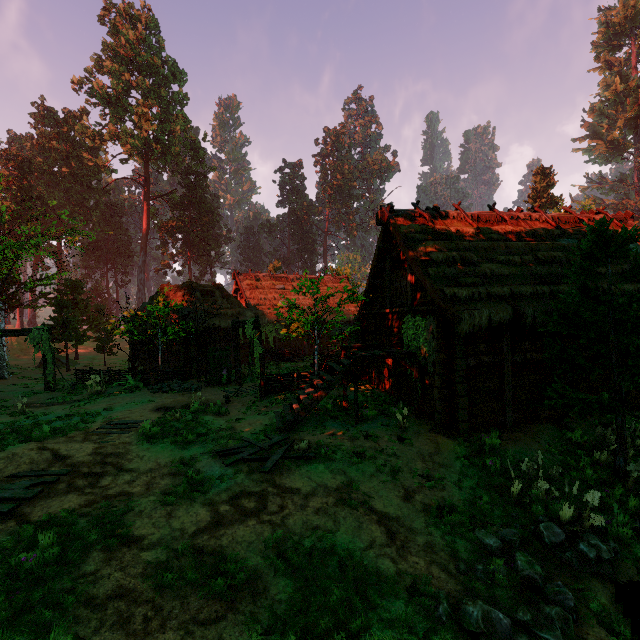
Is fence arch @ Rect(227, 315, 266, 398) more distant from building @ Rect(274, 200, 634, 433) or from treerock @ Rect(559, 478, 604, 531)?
treerock @ Rect(559, 478, 604, 531)

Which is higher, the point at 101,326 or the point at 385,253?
the point at 385,253

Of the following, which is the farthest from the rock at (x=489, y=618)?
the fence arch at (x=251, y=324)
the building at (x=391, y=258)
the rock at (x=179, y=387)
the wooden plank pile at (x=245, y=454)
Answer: the rock at (x=179, y=387)

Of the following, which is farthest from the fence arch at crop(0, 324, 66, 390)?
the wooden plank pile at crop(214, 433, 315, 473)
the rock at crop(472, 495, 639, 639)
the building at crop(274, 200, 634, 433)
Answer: the rock at crop(472, 495, 639, 639)

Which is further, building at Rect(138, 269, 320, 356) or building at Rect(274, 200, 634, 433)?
building at Rect(138, 269, 320, 356)

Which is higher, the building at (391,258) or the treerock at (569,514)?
the building at (391,258)

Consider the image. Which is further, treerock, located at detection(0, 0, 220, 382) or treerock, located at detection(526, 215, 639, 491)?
treerock, located at detection(0, 0, 220, 382)

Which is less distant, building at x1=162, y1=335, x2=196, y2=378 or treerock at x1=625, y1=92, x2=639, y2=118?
building at x1=162, y1=335, x2=196, y2=378
